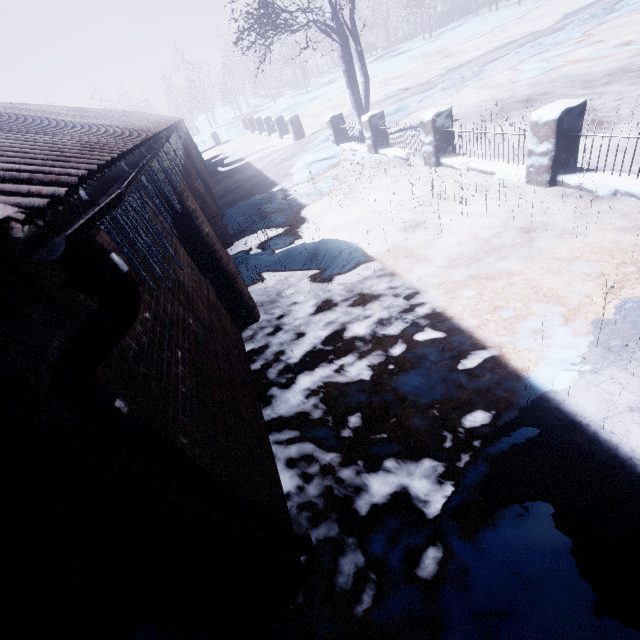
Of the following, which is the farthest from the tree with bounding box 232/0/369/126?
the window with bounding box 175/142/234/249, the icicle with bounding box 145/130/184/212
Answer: the icicle with bounding box 145/130/184/212

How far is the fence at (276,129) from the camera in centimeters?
1336cm

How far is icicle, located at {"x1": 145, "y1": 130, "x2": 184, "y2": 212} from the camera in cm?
200

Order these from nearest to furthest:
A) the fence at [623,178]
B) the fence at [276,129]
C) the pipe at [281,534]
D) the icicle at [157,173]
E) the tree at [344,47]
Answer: the pipe at [281,534], the icicle at [157,173], the fence at [623,178], the tree at [344,47], the fence at [276,129]

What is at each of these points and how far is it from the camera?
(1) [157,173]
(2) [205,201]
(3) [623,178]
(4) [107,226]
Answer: (1) icicle, 2.0 meters
(2) window, 6.3 meters
(3) fence, 3.8 meters
(4) icicle, 0.9 meters

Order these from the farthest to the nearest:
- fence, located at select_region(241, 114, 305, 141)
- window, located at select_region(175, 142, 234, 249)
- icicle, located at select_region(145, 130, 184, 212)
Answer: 1. fence, located at select_region(241, 114, 305, 141)
2. window, located at select_region(175, 142, 234, 249)
3. icicle, located at select_region(145, 130, 184, 212)

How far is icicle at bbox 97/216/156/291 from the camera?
0.9m

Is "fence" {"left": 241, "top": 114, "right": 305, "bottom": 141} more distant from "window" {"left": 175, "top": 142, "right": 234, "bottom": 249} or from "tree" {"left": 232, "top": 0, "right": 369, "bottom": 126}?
"window" {"left": 175, "top": 142, "right": 234, "bottom": 249}
